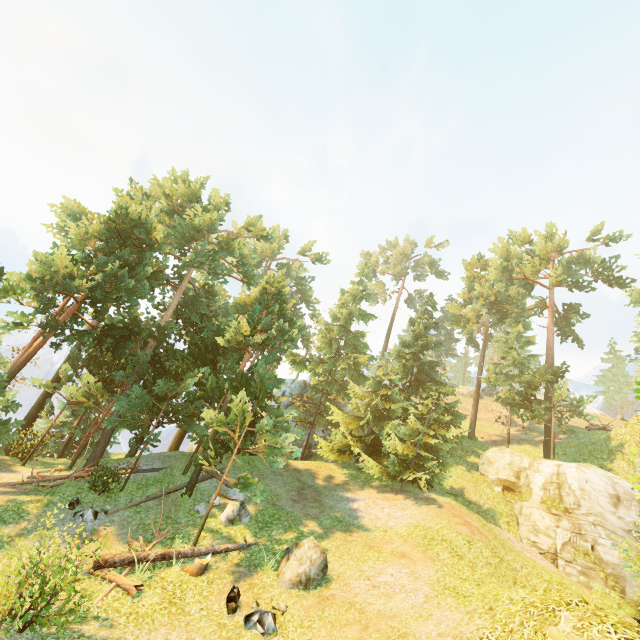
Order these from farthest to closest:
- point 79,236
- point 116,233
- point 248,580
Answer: point 116,233 < point 79,236 < point 248,580

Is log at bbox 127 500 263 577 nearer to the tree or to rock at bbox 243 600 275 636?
the tree

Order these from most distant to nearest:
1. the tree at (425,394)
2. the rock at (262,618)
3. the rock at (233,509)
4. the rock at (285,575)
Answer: the tree at (425,394)
the rock at (233,509)
the rock at (285,575)
the rock at (262,618)

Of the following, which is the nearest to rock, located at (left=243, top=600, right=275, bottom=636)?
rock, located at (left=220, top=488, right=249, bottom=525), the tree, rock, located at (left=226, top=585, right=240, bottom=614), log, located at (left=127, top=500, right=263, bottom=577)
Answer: rock, located at (left=226, top=585, right=240, bottom=614)

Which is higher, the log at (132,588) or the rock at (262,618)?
the rock at (262,618)

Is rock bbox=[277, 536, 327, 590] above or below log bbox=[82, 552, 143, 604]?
above

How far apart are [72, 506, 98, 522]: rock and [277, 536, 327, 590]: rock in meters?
8.4 m

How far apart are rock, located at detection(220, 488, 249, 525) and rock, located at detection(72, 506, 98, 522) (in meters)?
5.31
